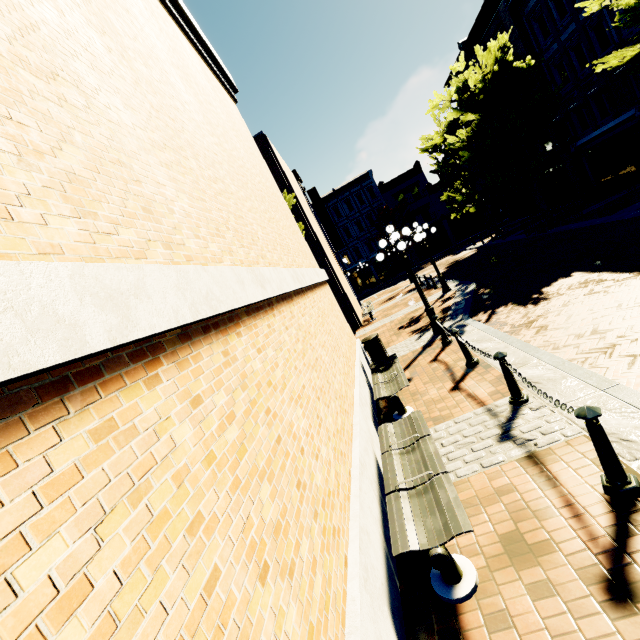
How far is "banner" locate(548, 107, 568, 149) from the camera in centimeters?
2100cm

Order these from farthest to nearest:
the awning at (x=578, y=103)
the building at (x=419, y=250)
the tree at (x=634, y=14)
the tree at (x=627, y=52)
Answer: the building at (x=419, y=250) < the awning at (x=578, y=103) < the tree at (x=627, y=52) < the tree at (x=634, y=14)

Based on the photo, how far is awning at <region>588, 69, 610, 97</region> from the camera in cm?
1653

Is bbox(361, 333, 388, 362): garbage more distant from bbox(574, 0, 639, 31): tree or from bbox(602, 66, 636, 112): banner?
bbox(602, 66, 636, 112): banner

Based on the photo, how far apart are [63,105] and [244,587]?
2.86m

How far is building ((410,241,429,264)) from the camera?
A: 41.3 meters

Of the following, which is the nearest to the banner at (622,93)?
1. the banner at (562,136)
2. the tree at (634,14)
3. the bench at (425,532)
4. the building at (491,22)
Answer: the building at (491,22)

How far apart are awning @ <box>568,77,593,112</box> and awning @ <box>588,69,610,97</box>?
0.5m
